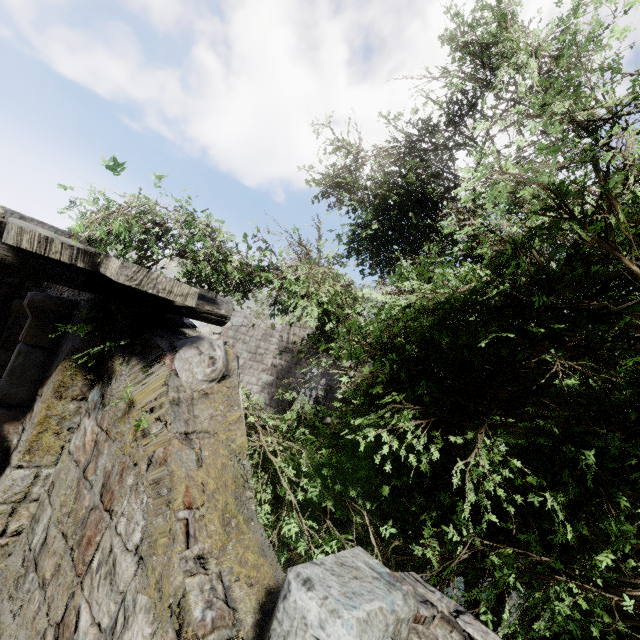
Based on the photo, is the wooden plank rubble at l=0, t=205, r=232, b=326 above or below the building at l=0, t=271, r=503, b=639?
above

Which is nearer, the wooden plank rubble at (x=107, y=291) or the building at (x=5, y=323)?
the building at (x=5, y=323)

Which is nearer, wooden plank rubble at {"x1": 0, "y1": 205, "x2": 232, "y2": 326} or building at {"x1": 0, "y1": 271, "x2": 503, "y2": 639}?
building at {"x1": 0, "y1": 271, "x2": 503, "y2": 639}

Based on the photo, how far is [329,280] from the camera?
4.8 meters

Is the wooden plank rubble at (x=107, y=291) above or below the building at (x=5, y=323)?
above
